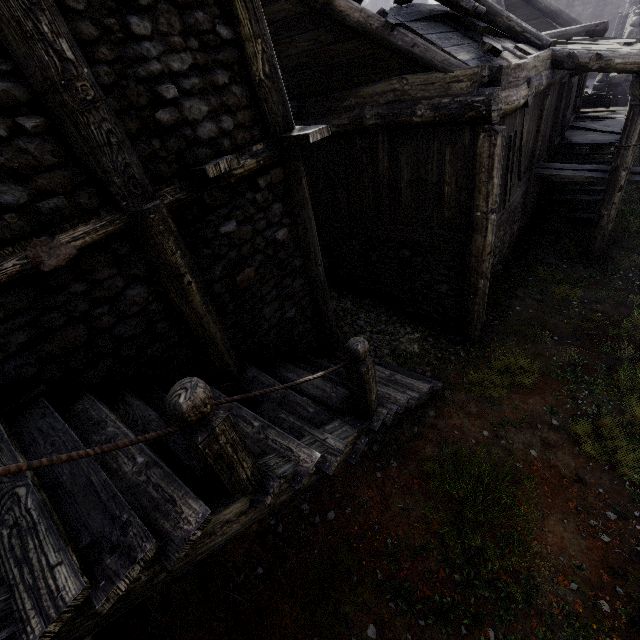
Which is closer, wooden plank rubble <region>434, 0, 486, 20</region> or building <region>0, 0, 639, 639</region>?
building <region>0, 0, 639, 639</region>

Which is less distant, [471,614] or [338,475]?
[471,614]

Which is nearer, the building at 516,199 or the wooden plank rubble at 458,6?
the building at 516,199
